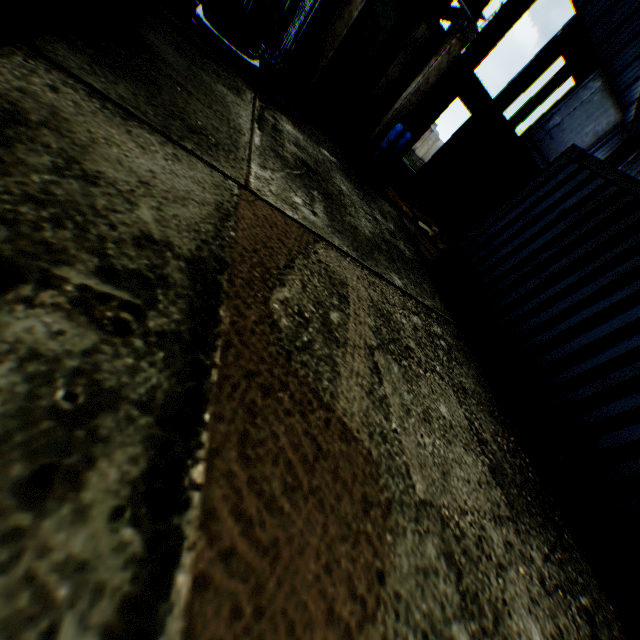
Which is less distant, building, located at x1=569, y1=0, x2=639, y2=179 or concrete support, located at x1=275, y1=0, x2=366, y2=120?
concrete support, located at x1=275, y1=0, x2=366, y2=120

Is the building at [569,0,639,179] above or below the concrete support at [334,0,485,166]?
above

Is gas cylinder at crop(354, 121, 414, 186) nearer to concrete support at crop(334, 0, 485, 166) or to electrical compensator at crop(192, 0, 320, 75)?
concrete support at crop(334, 0, 485, 166)

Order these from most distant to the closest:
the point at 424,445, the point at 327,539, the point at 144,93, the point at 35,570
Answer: the point at 144,93
the point at 424,445
the point at 327,539
the point at 35,570

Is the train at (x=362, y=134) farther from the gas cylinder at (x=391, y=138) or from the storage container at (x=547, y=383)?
the storage container at (x=547, y=383)

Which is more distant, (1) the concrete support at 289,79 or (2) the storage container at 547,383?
(1) the concrete support at 289,79

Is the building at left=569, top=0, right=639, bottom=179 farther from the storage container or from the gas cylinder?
the storage container

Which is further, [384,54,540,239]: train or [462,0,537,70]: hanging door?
[462,0,537,70]: hanging door
